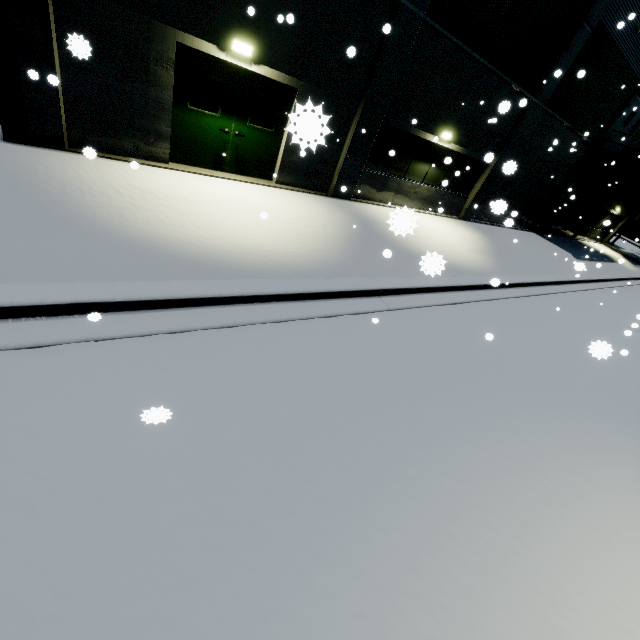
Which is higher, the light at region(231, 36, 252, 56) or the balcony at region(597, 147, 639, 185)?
the balcony at region(597, 147, 639, 185)

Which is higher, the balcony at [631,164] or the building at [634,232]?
the balcony at [631,164]

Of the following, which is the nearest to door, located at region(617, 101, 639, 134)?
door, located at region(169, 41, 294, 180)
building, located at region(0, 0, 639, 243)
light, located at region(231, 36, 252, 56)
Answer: building, located at region(0, 0, 639, 243)

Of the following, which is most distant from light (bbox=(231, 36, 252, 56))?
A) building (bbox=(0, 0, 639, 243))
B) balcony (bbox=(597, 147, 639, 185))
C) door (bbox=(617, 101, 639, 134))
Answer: door (bbox=(617, 101, 639, 134))

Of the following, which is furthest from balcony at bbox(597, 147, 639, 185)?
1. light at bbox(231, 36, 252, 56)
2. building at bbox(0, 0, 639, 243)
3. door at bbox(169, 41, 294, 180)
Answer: light at bbox(231, 36, 252, 56)

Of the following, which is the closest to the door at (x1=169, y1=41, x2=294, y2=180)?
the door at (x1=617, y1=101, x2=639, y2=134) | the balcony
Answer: the balcony

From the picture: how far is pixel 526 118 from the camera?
13.2m

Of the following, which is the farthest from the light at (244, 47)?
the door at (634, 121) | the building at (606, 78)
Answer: the door at (634, 121)
